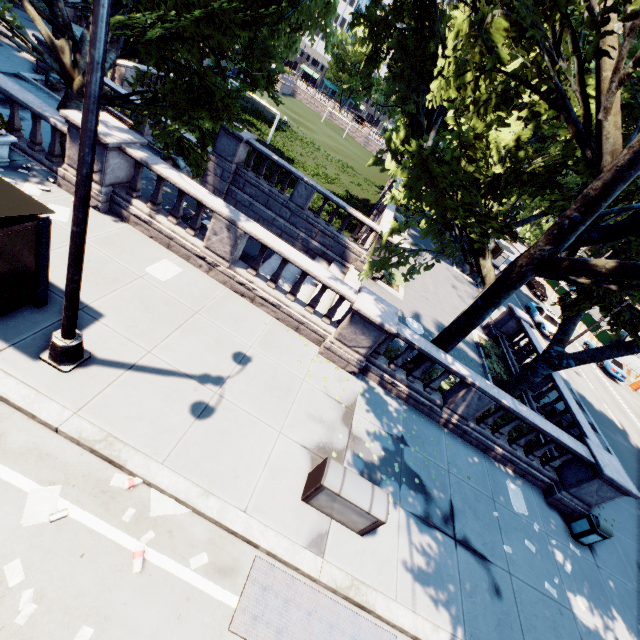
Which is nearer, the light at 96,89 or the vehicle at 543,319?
the light at 96,89

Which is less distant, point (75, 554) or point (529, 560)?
point (75, 554)

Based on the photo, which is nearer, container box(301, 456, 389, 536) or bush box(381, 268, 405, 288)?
container box(301, 456, 389, 536)

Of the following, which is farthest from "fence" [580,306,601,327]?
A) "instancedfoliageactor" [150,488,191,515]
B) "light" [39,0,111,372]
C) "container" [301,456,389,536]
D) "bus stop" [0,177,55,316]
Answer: "bus stop" [0,177,55,316]

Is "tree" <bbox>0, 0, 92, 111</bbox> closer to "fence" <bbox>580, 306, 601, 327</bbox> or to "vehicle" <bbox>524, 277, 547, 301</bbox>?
"vehicle" <bbox>524, 277, 547, 301</bbox>

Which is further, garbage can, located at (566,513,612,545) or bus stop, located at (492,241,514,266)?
bus stop, located at (492,241,514,266)

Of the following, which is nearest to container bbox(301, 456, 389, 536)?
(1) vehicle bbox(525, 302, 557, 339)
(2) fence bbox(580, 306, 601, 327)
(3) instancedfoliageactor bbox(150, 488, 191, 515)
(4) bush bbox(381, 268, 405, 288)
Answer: (3) instancedfoliageactor bbox(150, 488, 191, 515)

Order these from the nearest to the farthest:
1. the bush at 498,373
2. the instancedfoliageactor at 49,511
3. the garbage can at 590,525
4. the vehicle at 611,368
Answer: the instancedfoliageactor at 49,511
the garbage can at 590,525
the bush at 498,373
the vehicle at 611,368
